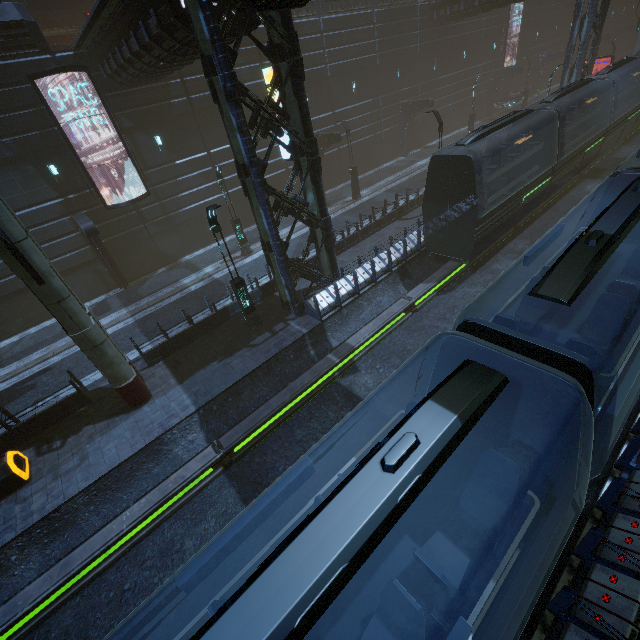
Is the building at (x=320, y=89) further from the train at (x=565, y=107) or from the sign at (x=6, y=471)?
the sign at (x=6, y=471)

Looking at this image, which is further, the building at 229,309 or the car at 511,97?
the car at 511,97

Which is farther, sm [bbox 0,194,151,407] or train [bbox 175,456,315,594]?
sm [bbox 0,194,151,407]

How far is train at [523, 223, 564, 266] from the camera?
7.1 meters

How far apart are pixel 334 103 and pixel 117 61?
17.60m

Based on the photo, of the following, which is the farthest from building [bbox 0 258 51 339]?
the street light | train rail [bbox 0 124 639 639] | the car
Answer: the street light

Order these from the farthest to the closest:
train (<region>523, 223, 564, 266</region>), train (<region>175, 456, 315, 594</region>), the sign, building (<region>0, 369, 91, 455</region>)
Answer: building (<region>0, 369, 91, 455</region>)
the sign
train (<region>523, 223, 564, 266</region>)
train (<region>175, 456, 315, 594</region>)

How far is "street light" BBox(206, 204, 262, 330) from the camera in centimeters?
1156cm
